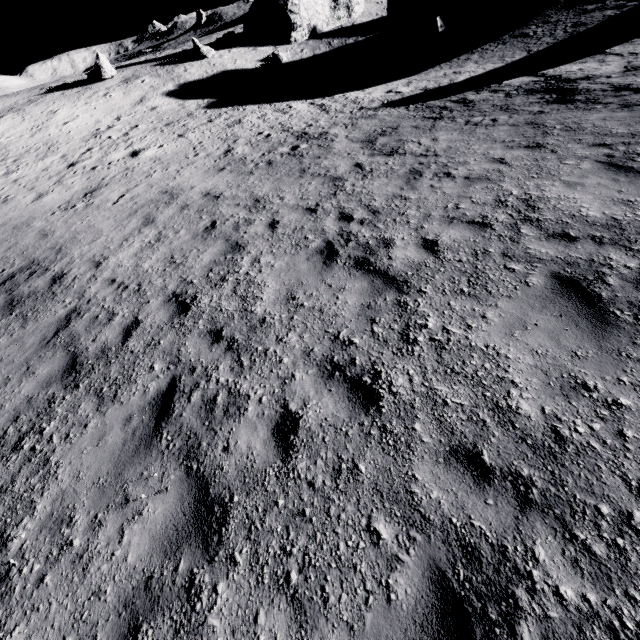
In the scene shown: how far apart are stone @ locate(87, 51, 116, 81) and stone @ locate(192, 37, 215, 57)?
7.25m

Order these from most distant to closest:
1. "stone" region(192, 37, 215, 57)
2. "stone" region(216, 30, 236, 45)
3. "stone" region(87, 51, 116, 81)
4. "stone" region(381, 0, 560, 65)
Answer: "stone" region(216, 30, 236, 45) → "stone" region(192, 37, 215, 57) → "stone" region(87, 51, 116, 81) → "stone" region(381, 0, 560, 65)

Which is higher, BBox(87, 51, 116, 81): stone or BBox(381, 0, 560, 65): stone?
BBox(87, 51, 116, 81): stone

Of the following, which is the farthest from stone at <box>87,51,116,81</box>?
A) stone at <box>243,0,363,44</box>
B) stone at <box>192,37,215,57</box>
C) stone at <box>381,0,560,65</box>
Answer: stone at <box>381,0,560,65</box>

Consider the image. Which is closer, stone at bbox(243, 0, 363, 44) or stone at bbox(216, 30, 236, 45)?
stone at bbox(243, 0, 363, 44)

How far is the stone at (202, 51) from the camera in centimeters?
3008cm

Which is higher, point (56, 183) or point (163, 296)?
point (56, 183)

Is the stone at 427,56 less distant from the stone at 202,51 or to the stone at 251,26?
the stone at 251,26
